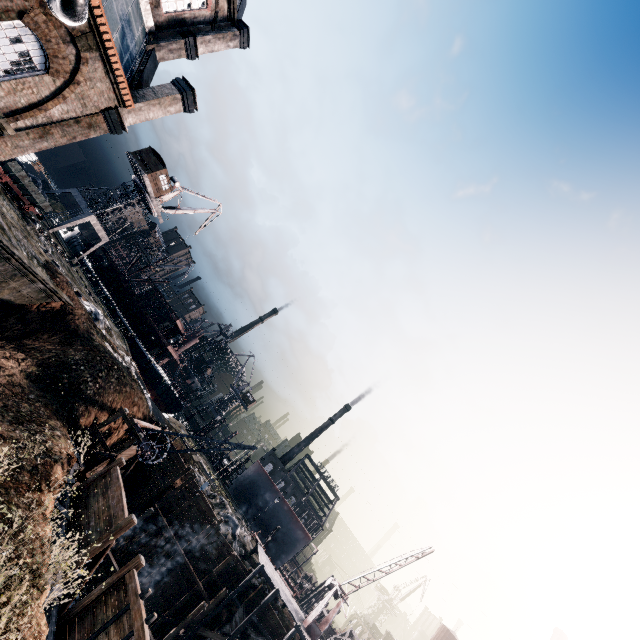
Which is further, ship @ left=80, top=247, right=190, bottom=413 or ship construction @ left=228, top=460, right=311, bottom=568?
ship construction @ left=228, top=460, right=311, bottom=568

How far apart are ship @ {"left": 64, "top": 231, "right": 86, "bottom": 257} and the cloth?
58.38m

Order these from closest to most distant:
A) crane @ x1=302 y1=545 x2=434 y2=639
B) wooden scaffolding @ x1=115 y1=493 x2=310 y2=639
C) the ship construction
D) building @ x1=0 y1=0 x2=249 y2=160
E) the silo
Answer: the silo → building @ x1=0 y1=0 x2=249 y2=160 → wooden scaffolding @ x1=115 y1=493 x2=310 y2=639 → crane @ x1=302 y1=545 x2=434 y2=639 → the ship construction

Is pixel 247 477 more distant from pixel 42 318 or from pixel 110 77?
pixel 110 77

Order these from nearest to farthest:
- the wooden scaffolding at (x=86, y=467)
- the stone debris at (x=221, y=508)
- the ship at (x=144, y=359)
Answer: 1. the wooden scaffolding at (x=86, y=467)
2. the stone debris at (x=221, y=508)
3. the ship at (x=144, y=359)

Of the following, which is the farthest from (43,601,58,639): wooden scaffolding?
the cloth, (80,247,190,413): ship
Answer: (80,247,190,413): ship

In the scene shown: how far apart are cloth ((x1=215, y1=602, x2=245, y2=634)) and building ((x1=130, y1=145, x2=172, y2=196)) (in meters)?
51.31

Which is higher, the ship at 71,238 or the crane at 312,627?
the crane at 312,627
